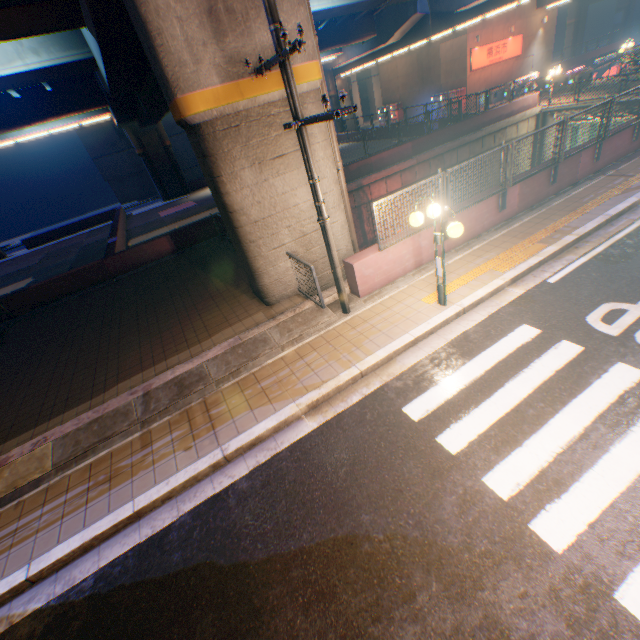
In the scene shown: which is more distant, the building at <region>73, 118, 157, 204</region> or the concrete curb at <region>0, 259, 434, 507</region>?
the building at <region>73, 118, 157, 204</region>

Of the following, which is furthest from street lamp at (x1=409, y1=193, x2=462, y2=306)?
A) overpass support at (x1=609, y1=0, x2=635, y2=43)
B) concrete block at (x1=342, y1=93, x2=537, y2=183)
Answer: overpass support at (x1=609, y1=0, x2=635, y2=43)

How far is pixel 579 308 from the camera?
6.3m

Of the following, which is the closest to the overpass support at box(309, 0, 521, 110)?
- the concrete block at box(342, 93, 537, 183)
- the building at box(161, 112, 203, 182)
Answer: the concrete block at box(342, 93, 537, 183)

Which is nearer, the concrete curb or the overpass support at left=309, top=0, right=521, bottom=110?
the concrete curb

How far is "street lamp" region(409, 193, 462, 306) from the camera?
5.8 meters

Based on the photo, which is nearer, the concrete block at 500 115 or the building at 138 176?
the concrete block at 500 115

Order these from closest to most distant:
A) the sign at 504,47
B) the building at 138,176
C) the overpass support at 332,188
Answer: the overpass support at 332,188
the sign at 504,47
the building at 138,176
